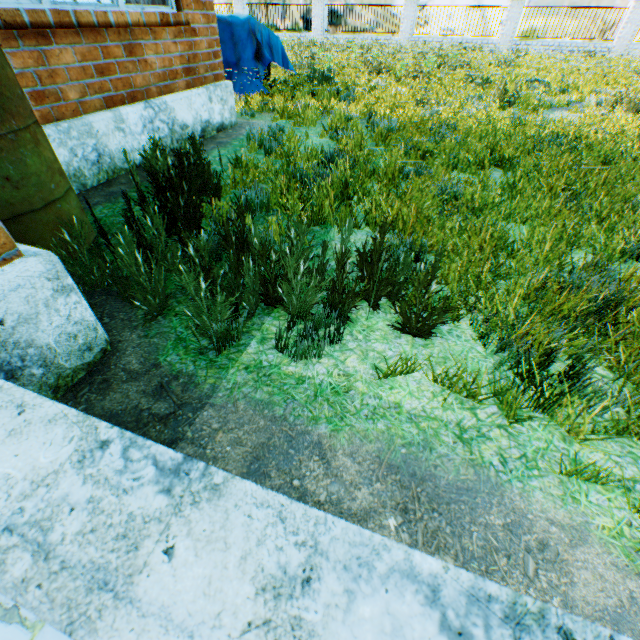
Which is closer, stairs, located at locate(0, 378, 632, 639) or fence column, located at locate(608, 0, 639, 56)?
stairs, located at locate(0, 378, 632, 639)

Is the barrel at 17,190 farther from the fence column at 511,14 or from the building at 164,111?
the fence column at 511,14

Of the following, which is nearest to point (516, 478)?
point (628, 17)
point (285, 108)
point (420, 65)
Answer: point (285, 108)

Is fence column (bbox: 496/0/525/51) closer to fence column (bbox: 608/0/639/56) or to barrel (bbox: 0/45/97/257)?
fence column (bbox: 608/0/639/56)

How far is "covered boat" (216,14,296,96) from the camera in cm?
654

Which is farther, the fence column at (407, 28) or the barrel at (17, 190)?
the fence column at (407, 28)

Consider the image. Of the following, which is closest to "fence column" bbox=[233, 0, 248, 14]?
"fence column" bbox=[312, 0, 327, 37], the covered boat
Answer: "fence column" bbox=[312, 0, 327, 37]

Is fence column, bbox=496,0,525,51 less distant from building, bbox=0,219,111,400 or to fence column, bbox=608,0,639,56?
fence column, bbox=608,0,639,56
